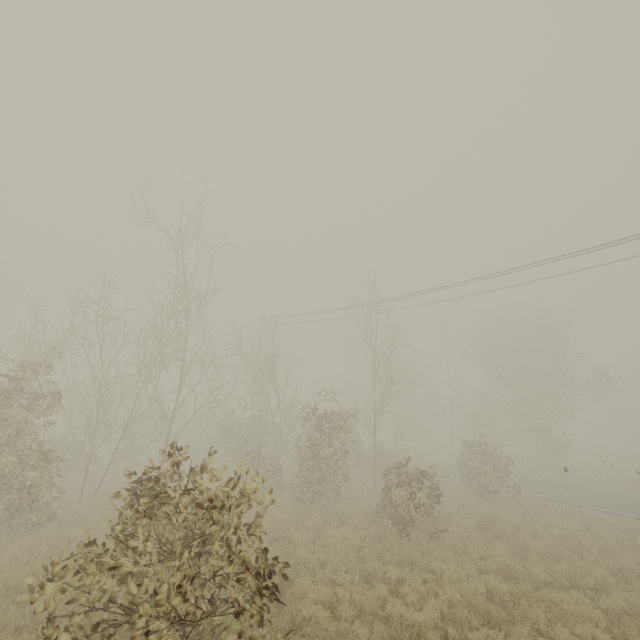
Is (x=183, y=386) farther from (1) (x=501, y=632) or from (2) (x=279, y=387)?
(1) (x=501, y=632)
